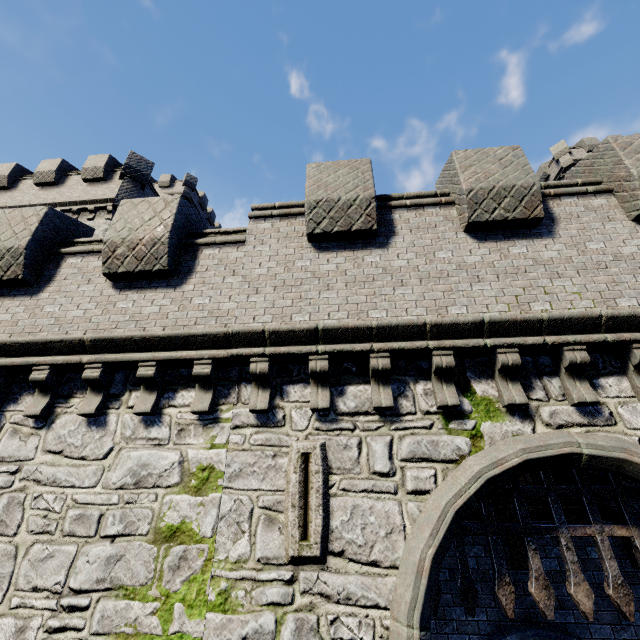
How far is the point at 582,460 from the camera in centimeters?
442cm

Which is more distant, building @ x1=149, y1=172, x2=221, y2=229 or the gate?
building @ x1=149, y1=172, x2=221, y2=229

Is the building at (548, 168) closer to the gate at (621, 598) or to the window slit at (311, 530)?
the gate at (621, 598)

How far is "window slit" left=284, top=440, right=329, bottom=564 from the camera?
4.3 meters

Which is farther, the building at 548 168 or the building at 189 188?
the building at 189 188

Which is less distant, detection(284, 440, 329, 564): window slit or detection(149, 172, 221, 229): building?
detection(284, 440, 329, 564): window slit

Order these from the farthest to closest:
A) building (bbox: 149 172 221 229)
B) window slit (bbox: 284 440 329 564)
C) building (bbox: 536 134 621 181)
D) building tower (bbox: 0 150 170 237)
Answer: building (bbox: 149 172 221 229) → building (bbox: 536 134 621 181) → building tower (bbox: 0 150 170 237) → window slit (bbox: 284 440 329 564)

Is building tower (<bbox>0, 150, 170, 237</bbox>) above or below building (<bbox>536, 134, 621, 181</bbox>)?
below
